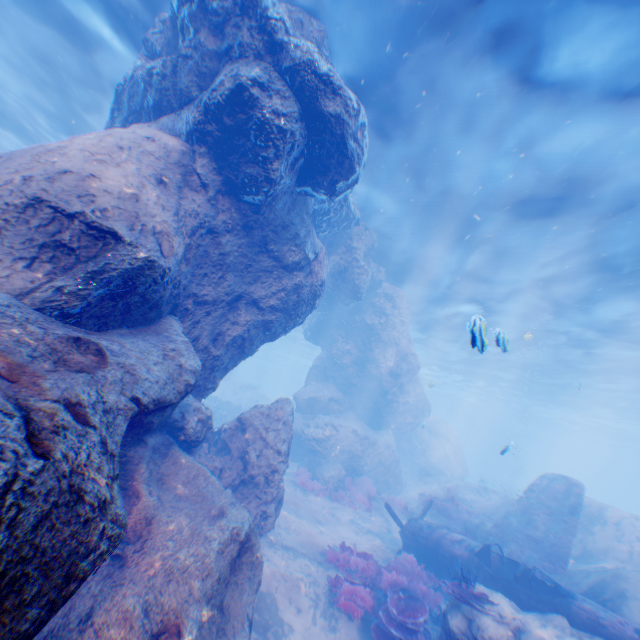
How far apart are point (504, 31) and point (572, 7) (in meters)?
1.25

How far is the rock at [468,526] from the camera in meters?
13.6

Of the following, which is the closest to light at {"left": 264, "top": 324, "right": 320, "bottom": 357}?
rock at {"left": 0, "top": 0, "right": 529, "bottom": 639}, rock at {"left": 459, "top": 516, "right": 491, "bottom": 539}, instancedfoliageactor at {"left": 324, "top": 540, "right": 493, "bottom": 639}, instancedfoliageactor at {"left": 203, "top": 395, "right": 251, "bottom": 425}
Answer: rock at {"left": 0, "top": 0, "right": 529, "bottom": 639}

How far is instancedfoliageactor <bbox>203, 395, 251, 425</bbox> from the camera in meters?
21.7

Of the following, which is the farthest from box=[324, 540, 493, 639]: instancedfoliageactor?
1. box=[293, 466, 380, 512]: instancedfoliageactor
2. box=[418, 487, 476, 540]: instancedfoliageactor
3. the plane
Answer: box=[418, 487, 476, 540]: instancedfoliageactor

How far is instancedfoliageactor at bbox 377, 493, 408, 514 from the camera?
17.19m

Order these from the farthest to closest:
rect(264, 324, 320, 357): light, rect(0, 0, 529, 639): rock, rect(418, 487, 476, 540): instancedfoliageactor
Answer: rect(264, 324, 320, 357): light
rect(418, 487, 476, 540): instancedfoliageactor
rect(0, 0, 529, 639): rock

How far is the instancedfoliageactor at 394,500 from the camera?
17.2 meters
